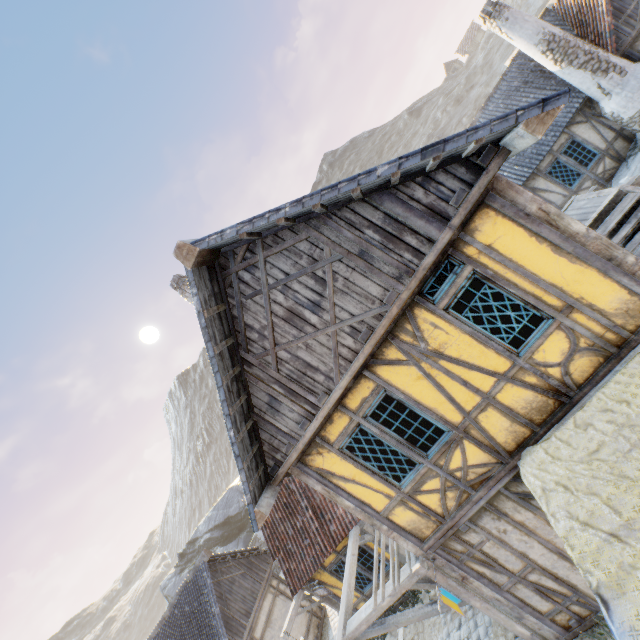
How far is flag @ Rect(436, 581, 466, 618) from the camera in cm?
521

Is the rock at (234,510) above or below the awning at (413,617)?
above

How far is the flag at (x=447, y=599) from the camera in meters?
5.2 m

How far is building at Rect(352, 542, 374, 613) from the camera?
9.98m

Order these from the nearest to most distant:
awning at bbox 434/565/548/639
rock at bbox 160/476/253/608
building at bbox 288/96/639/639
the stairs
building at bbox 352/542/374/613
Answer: building at bbox 288/96/639/639
awning at bbox 434/565/548/639
the stairs
building at bbox 352/542/374/613
rock at bbox 160/476/253/608

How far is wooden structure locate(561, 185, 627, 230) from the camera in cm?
676

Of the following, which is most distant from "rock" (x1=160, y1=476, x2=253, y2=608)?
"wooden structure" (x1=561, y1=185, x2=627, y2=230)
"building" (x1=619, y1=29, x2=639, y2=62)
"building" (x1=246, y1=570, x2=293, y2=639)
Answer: "building" (x1=619, y1=29, x2=639, y2=62)

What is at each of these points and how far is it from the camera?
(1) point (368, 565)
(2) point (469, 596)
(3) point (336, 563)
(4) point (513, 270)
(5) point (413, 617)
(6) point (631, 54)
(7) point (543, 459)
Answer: (1) building, 10.1m
(2) awning, 5.9m
(3) building, 10.4m
(4) building, 4.4m
(5) awning, 6.4m
(6) building, 11.5m
(7) fabric, 4.5m
